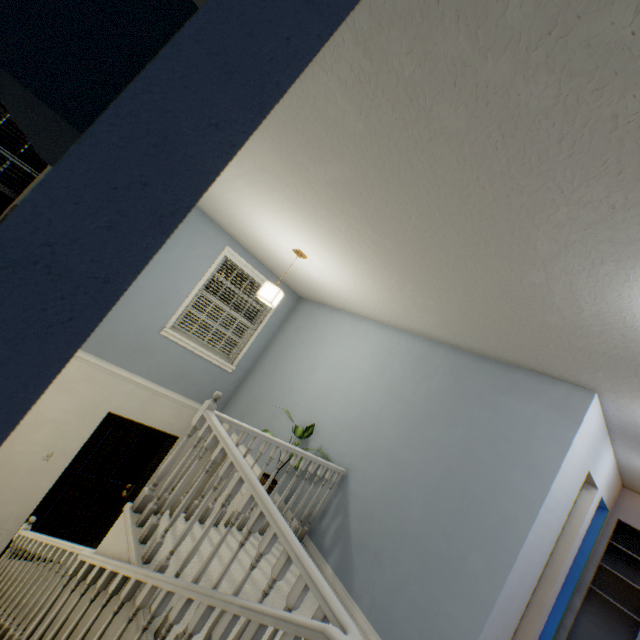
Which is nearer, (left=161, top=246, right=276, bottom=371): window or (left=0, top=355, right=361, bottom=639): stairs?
(left=0, top=355, right=361, bottom=639): stairs

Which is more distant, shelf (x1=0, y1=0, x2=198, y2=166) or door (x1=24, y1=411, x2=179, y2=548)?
door (x1=24, y1=411, x2=179, y2=548)

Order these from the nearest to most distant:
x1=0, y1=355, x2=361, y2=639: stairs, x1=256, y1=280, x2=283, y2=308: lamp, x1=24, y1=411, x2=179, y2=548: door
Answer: x1=0, y1=355, x2=361, y2=639: stairs, x1=256, y1=280, x2=283, y2=308: lamp, x1=24, y1=411, x2=179, y2=548: door

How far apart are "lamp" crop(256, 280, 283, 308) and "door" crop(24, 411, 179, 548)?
2.8m

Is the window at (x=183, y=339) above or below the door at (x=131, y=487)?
above

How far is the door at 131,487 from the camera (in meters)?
4.43

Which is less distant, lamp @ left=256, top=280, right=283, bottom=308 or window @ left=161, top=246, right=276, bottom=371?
lamp @ left=256, top=280, right=283, bottom=308

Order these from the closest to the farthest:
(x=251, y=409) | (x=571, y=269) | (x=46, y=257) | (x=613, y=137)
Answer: (x=46, y=257), (x=613, y=137), (x=571, y=269), (x=251, y=409)
